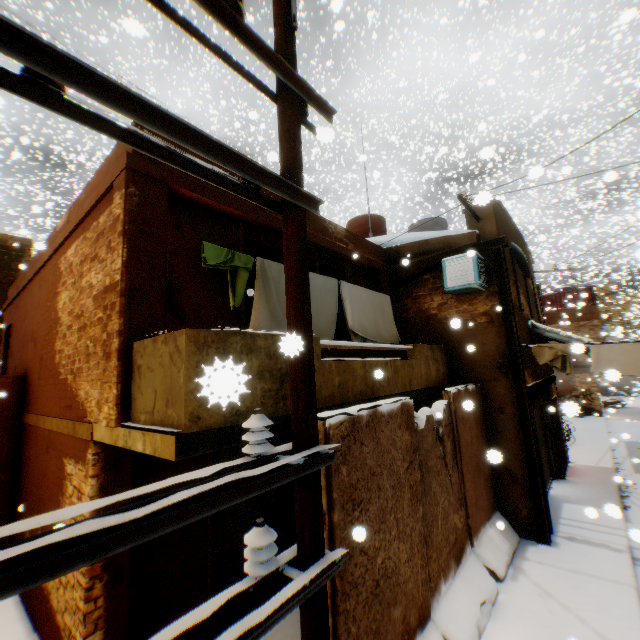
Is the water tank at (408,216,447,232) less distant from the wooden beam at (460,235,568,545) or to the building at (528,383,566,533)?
the building at (528,383,566,533)

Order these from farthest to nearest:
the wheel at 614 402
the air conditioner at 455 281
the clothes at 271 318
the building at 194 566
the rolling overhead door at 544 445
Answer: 1. the wheel at 614 402
2. the rolling overhead door at 544 445
3. the air conditioner at 455 281
4. the clothes at 271 318
5. the building at 194 566

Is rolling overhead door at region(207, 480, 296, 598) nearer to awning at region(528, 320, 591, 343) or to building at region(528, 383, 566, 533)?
building at region(528, 383, 566, 533)

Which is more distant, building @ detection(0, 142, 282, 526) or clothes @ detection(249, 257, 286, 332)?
clothes @ detection(249, 257, 286, 332)

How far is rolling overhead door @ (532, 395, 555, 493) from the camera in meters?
9.7 m

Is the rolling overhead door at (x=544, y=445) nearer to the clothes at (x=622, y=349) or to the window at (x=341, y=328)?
the clothes at (x=622, y=349)

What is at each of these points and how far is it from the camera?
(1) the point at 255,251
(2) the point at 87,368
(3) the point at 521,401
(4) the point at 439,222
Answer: (1) window, 5.9m
(2) building, 4.5m
(3) wooden beam, 7.3m
(4) water tank, 13.2m

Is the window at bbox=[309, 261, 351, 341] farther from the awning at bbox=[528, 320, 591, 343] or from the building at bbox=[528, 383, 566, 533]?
the awning at bbox=[528, 320, 591, 343]
